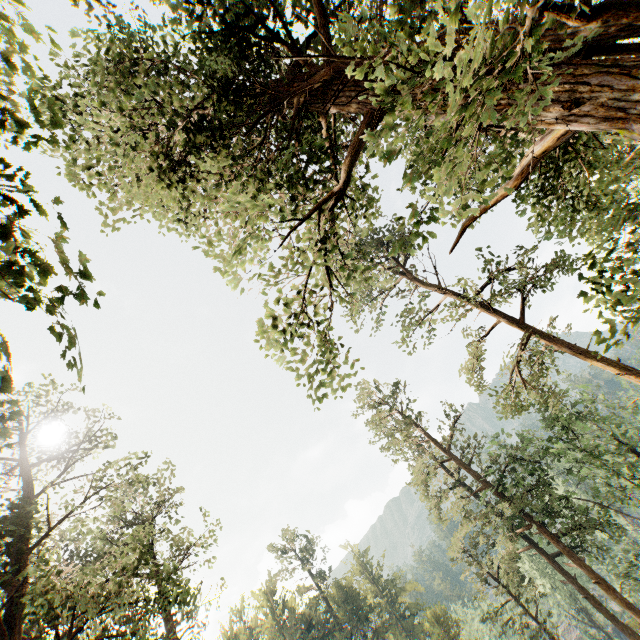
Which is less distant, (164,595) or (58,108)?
(164,595)

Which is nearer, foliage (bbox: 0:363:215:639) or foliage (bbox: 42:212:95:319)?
foliage (bbox: 42:212:95:319)

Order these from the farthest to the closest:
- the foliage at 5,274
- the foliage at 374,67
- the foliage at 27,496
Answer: the foliage at 27,496, the foliage at 374,67, the foliage at 5,274

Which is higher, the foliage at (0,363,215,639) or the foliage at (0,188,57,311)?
the foliage at (0,363,215,639)

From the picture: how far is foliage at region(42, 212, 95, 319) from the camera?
2.2m

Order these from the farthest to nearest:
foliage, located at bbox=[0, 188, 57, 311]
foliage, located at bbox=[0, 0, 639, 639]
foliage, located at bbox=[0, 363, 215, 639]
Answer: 1. foliage, located at bbox=[0, 363, 215, 639]
2. foliage, located at bbox=[0, 0, 639, 639]
3. foliage, located at bbox=[0, 188, 57, 311]

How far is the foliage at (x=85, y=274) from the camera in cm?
223
